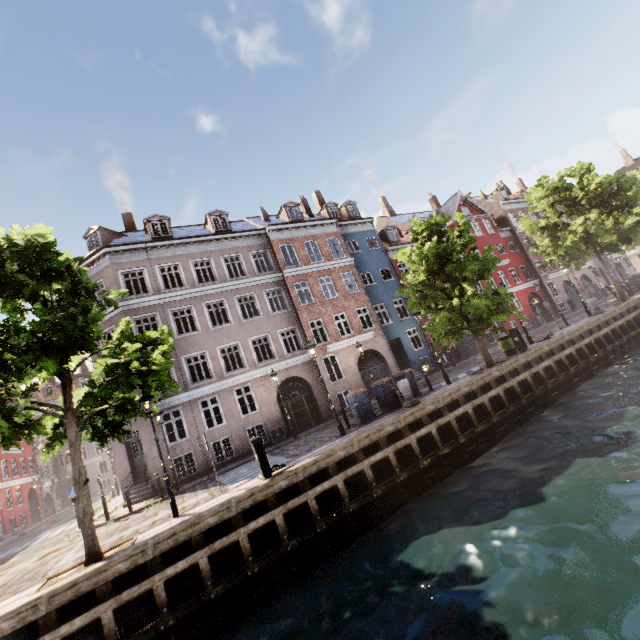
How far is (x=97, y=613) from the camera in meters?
6.8 m

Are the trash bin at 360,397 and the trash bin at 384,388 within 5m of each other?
yes

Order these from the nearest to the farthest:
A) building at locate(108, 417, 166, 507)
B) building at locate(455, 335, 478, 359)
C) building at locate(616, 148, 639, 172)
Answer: building at locate(108, 417, 166, 507), building at locate(455, 335, 478, 359), building at locate(616, 148, 639, 172)

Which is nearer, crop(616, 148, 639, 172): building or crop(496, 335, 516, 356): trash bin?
crop(496, 335, 516, 356): trash bin

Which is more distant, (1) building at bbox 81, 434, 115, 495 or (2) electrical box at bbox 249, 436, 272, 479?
(1) building at bbox 81, 434, 115, 495

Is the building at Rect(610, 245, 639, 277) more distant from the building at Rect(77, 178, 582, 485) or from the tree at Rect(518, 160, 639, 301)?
the building at Rect(77, 178, 582, 485)

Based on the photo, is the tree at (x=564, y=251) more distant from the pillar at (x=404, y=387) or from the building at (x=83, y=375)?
the building at (x=83, y=375)

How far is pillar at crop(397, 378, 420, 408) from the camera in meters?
12.8
